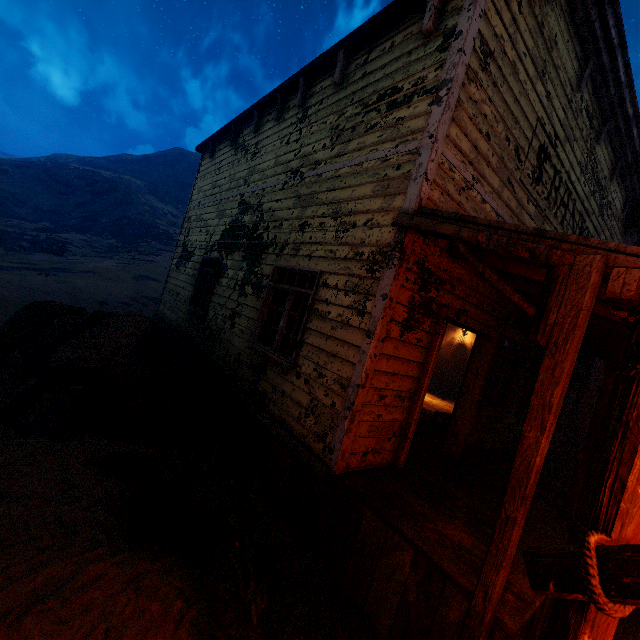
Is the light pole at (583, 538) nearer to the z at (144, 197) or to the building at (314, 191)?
the z at (144, 197)

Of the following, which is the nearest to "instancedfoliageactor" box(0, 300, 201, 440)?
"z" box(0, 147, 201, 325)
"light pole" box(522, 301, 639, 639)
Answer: "z" box(0, 147, 201, 325)

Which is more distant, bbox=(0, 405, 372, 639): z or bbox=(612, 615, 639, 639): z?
bbox=(612, 615, 639, 639): z

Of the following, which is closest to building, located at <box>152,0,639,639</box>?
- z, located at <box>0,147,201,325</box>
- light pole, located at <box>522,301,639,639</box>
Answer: z, located at <box>0,147,201,325</box>

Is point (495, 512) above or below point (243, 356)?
below

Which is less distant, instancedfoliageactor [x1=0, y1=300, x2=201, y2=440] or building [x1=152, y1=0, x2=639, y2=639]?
building [x1=152, y1=0, x2=639, y2=639]

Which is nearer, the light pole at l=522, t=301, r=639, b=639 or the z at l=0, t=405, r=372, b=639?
the light pole at l=522, t=301, r=639, b=639

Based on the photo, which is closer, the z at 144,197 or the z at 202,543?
the z at 202,543
